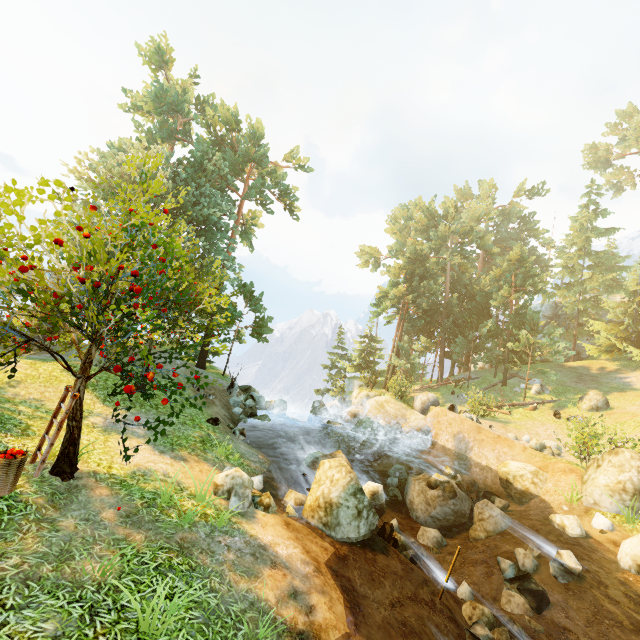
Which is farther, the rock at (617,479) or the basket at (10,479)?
the rock at (617,479)

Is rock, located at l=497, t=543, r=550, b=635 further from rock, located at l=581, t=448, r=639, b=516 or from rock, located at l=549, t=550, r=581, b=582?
rock, located at l=581, t=448, r=639, b=516

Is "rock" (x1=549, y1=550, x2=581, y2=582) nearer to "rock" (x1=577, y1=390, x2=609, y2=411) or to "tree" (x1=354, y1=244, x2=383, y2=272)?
"tree" (x1=354, y1=244, x2=383, y2=272)

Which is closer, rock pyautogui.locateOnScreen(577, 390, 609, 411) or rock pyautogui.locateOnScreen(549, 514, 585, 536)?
rock pyautogui.locateOnScreen(549, 514, 585, 536)

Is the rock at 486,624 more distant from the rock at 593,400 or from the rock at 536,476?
the rock at 593,400

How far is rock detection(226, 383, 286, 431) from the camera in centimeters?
1855cm

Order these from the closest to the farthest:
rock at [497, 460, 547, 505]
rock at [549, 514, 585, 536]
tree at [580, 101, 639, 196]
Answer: rock at [549, 514, 585, 536] < rock at [497, 460, 547, 505] < tree at [580, 101, 639, 196]

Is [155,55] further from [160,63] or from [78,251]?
[78,251]
